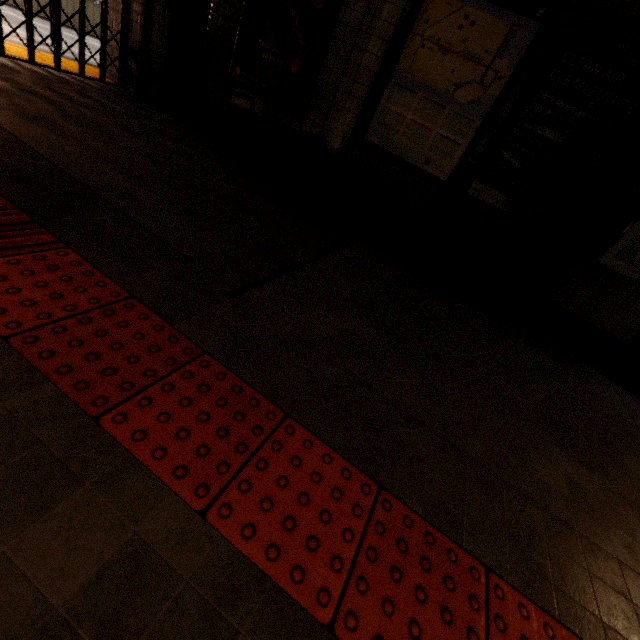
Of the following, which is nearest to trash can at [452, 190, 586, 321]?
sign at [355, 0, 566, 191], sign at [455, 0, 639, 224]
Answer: sign at [455, 0, 639, 224]

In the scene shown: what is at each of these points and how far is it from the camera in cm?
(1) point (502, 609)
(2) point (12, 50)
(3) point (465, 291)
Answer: (1) groundtactileadastrip, 108
(2) groundtactileadastrip, 396
(3) trash can, 341

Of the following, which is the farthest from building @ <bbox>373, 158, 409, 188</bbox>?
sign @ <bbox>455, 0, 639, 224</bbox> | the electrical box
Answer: the electrical box

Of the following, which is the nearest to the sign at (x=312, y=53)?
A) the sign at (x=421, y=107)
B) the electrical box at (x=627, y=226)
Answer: the sign at (x=421, y=107)

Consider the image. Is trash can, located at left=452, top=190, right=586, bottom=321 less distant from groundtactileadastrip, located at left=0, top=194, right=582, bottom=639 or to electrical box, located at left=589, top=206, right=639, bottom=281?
electrical box, located at left=589, top=206, right=639, bottom=281

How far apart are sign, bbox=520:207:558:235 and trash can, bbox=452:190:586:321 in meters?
0.1 m

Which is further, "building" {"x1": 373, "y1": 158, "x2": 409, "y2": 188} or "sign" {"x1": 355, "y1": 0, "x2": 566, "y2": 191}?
"building" {"x1": 373, "y1": 158, "x2": 409, "y2": 188}

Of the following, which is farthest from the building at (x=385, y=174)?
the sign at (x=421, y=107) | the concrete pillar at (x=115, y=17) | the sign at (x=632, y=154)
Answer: the concrete pillar at (x=115, y=17)
